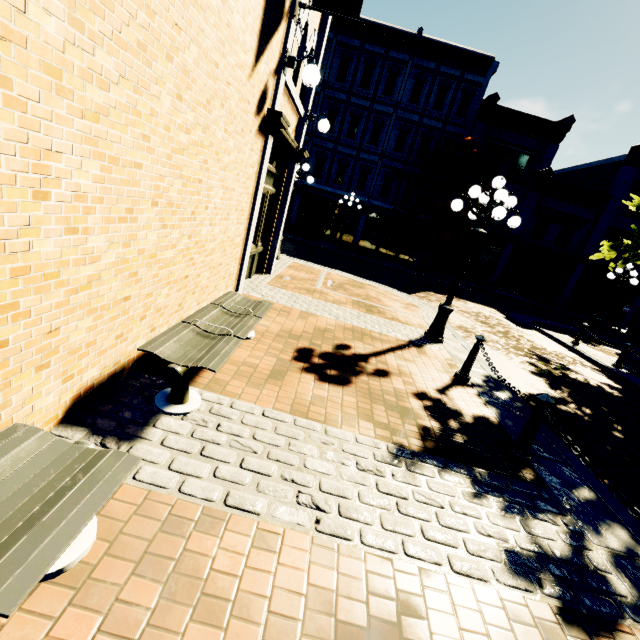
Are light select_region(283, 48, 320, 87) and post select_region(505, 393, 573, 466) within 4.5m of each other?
no

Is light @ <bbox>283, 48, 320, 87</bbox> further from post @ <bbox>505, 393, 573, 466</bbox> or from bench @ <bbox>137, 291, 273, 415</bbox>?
post @ <bbox>505, 393, 573, 466</bbox>

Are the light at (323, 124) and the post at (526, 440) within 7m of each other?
no

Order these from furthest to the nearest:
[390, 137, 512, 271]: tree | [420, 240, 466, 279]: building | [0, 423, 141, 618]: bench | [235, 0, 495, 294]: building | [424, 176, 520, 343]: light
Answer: [420, 240, 466, 279]: building, [390, 137, 512, 271]: tree, [235, 0, 495, 294]: building, [424, 176, 520, 343]: light, [0, 423, 141, 618]: bench

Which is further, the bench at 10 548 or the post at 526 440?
the post at 526 440

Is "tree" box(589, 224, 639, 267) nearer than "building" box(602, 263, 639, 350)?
Yes

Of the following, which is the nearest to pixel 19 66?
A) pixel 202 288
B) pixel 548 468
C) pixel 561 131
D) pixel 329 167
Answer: pixel 202 288

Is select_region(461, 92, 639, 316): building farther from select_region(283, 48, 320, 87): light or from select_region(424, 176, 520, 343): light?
select_region(283, 48, 320, 87): light
